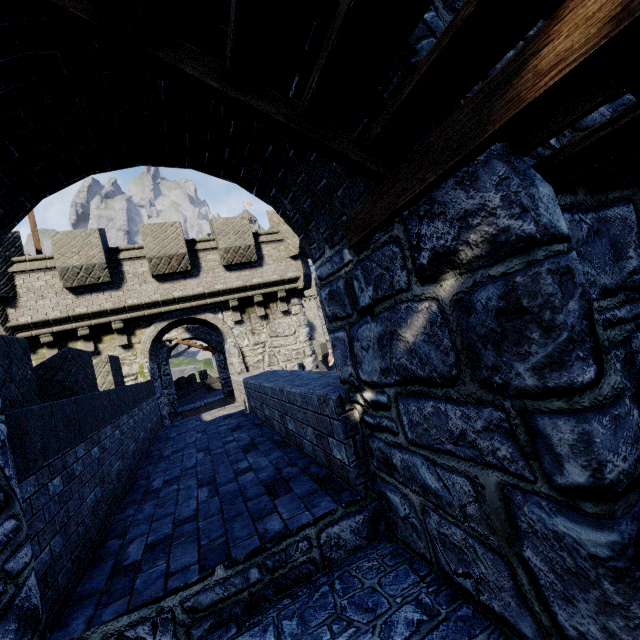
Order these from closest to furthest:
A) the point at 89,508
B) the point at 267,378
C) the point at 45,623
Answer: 1. the point at 45,623
2. the point at 89,508
3. the point at 267,378
